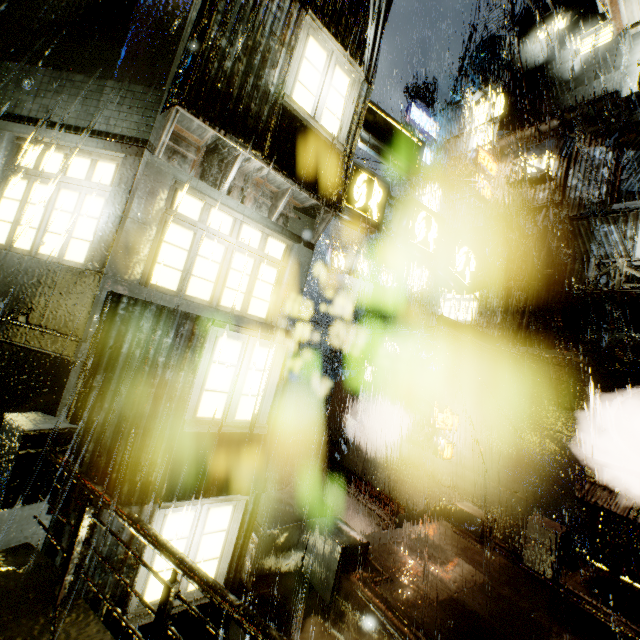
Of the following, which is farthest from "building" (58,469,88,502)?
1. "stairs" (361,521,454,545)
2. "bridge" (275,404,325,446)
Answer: "stairs" (361,521,454,545)

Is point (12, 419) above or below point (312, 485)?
above

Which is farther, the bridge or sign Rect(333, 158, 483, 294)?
the bridge

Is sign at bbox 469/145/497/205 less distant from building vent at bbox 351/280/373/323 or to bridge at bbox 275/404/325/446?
building vent at bbox 351/280/373/323

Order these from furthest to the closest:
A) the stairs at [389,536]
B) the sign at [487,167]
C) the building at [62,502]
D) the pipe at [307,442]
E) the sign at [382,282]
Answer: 1. the sign at [382,282]
2. the pipe at [307,442]
3. the sign at [487,167]
4. the stairs at [389,536]
5. the building at [62,502]

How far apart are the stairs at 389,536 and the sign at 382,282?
13.3m

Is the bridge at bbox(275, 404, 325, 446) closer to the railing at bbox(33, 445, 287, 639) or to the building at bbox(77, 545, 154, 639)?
the building at bbox(77, 545, 154, 639)

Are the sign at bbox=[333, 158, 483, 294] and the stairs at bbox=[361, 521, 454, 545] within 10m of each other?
yes
